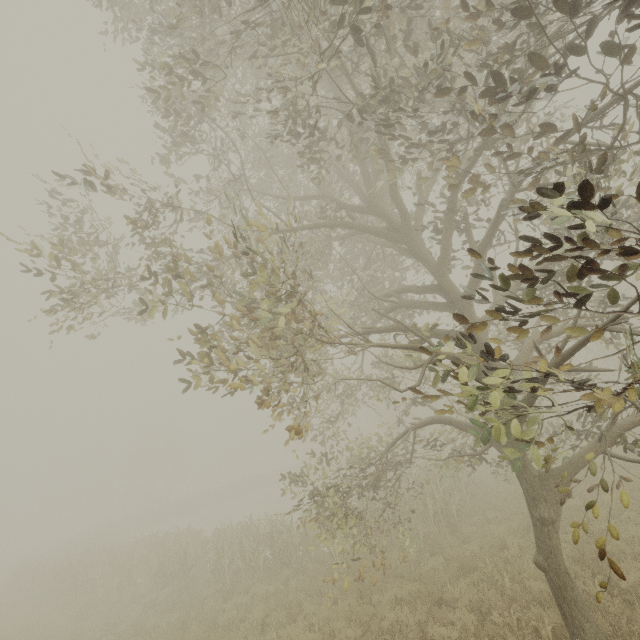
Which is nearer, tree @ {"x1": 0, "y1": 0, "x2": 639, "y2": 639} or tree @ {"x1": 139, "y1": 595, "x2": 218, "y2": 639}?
tree @ {"x1": 0, "y1": 0, "x2": 639, "y2": 639}

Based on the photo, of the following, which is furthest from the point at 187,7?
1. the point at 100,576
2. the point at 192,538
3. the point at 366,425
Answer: the point at 366,425

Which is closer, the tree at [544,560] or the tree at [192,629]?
the tree at [544,560]
